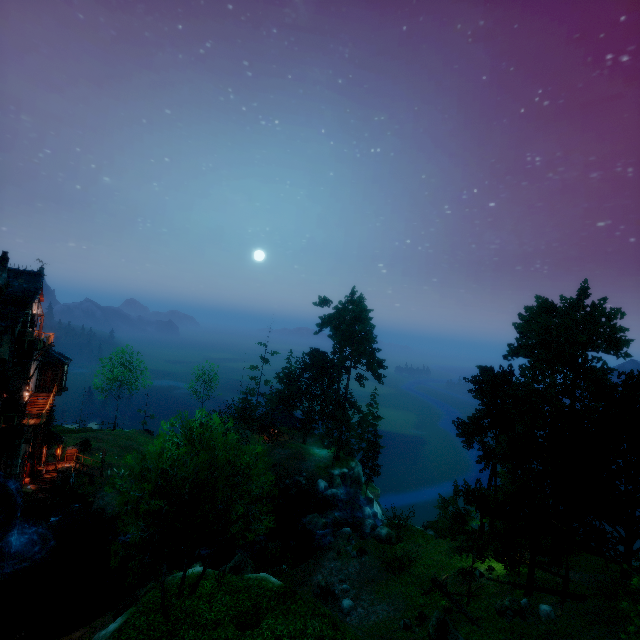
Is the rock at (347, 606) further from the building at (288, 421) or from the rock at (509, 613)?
the building at (288, 421)

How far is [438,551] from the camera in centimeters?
3012cm

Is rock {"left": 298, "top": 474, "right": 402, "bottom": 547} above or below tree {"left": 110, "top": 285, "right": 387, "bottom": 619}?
below

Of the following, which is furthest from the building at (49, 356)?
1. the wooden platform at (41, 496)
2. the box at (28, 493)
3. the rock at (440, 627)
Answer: the rock at (440, 627)

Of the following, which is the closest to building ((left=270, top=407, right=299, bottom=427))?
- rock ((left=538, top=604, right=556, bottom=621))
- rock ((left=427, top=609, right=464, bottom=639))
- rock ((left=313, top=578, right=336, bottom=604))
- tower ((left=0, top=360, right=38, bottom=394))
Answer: rock ((left=313, top=578, right=336, bottom=604))

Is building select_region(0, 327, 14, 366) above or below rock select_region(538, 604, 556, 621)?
above

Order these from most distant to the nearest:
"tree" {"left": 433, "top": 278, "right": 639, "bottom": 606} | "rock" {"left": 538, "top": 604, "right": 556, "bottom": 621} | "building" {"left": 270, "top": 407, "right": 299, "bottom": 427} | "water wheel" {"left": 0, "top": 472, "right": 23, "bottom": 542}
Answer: "building" {"left": 270, "top": 407, "right": 299, "bottom": 427}, "water wheel" {"left": 0, "top": 472, "right": 23, "bottom": 542}, "tree" {"left": 433, "top": 278, "right": 639, "bottom": 606}, "rock" {"left": 538, "top": 604, "right": 556, "bottom": 621}

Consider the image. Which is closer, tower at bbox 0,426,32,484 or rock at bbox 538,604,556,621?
rock at bbox 538,604,556,621
